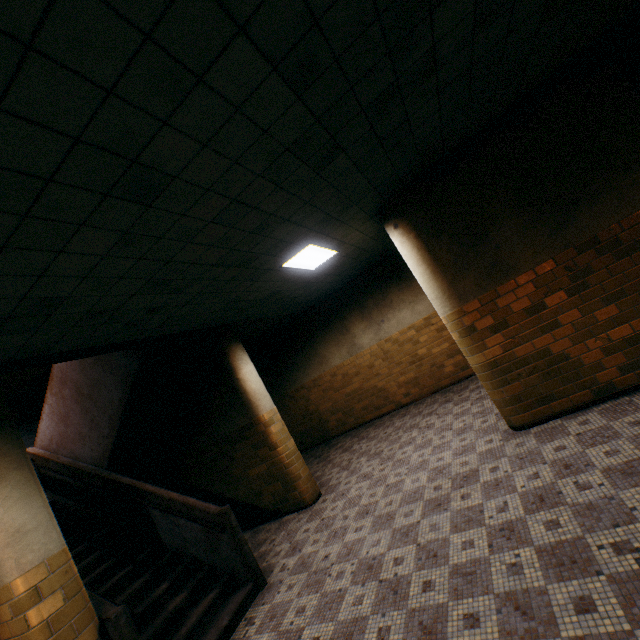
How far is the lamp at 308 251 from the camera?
5.2 meters

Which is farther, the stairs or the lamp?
the lamp

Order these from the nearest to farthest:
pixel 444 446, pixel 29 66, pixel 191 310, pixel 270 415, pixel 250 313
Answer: pixel 29 66, pixel 191 310, pixel 444 446, pixel 270 415, pixel 250 313

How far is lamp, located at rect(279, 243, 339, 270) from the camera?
5.2 meters

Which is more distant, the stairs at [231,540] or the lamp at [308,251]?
the lamp at [308,251]
